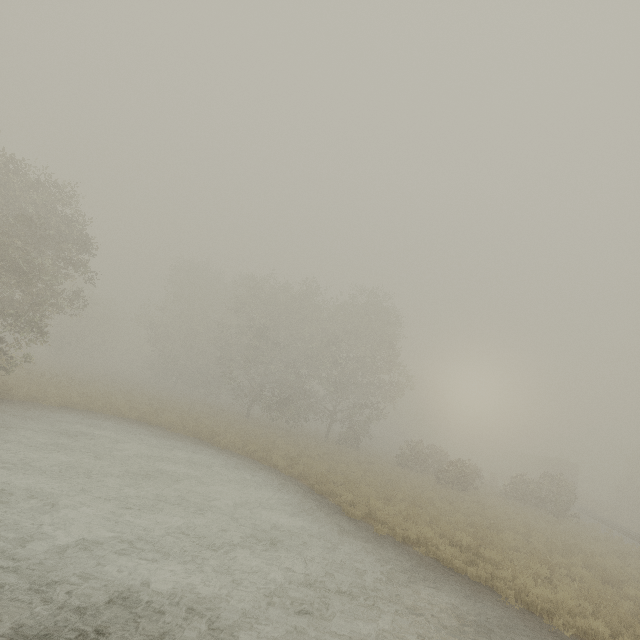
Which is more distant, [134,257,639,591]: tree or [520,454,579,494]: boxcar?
[520,454,579,494]: boxcar

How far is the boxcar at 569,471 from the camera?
42.00m

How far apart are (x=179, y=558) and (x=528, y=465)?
63.9 meters

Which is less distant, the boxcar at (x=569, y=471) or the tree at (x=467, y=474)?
the tree at (x=467, y=474)

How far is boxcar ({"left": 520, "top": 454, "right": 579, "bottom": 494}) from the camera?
42.0m
